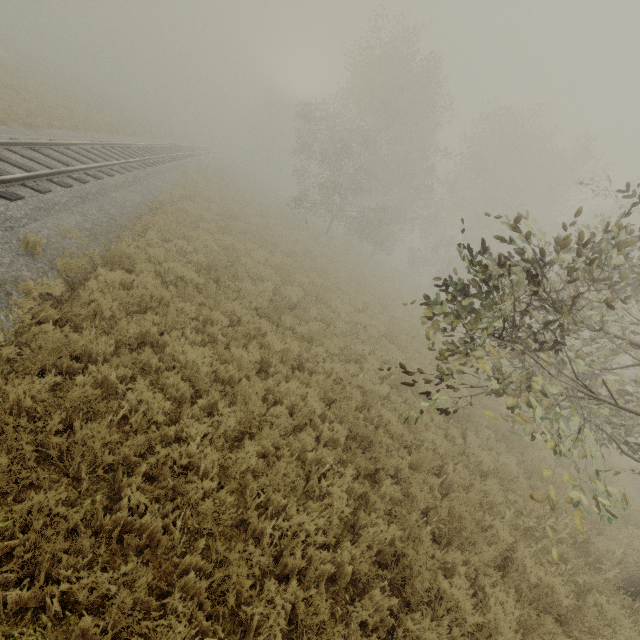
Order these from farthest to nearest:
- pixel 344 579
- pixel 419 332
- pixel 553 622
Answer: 1. pixel 419 332
2. pixel 553 622
3. pixel 344 579
